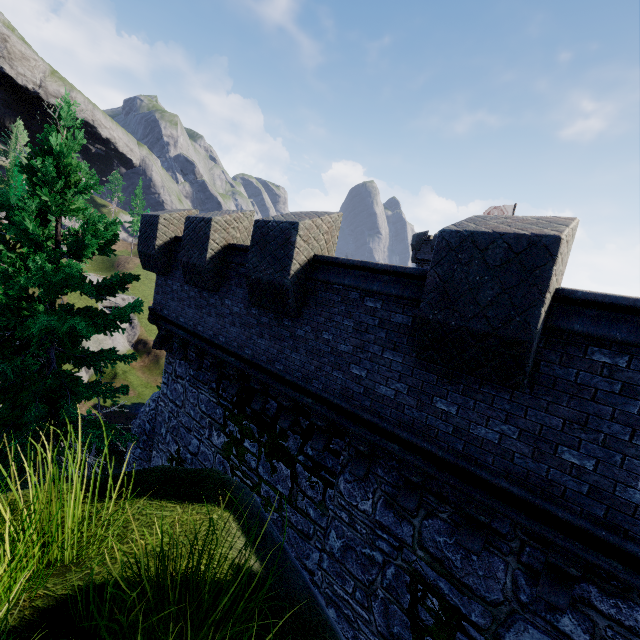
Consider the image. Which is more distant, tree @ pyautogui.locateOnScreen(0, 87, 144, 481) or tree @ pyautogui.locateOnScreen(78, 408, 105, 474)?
tree @ pyautogui.locateOnScreen(78, 408, 105, 474)

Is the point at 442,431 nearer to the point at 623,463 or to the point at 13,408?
the point at 623,463

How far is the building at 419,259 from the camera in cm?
3429

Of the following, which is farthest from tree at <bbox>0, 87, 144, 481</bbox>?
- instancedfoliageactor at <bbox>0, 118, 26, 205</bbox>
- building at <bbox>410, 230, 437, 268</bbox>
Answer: instancedfoliageactor at <bbox>0, 118, 26, 205</bbox>

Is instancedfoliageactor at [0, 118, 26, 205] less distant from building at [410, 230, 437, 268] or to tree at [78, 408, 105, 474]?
tree at [78, 408, 105, 474]

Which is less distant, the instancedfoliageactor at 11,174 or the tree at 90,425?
the tree at 90,425
